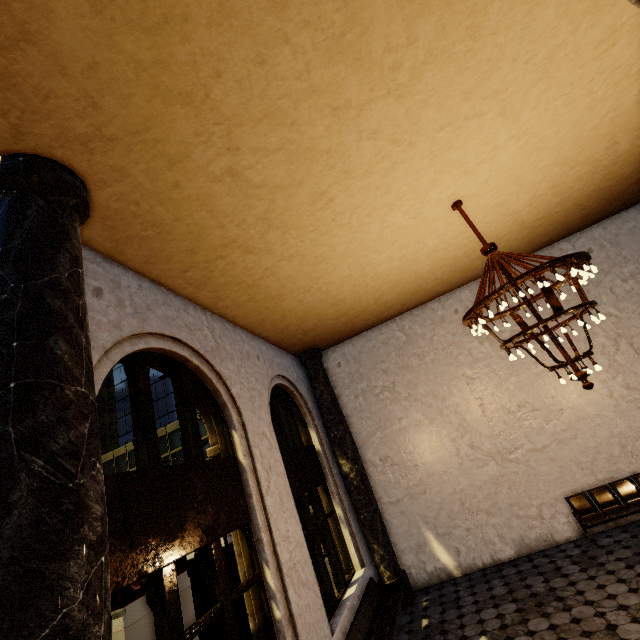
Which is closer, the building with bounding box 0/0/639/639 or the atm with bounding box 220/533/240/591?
the building with bounding box 0/0/639/639

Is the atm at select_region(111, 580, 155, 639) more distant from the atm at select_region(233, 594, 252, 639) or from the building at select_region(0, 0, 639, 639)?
the atm at select_region(233, 594, 252, 639)

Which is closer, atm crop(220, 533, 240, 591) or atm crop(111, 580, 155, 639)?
atm crop(111, 580, 155, 639)

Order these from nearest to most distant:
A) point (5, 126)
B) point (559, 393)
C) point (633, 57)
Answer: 1. point (5, 126)
2. point (633, 57)
3. point (559, 393)

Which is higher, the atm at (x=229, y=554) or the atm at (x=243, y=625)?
the atm at (x=229, y=554)

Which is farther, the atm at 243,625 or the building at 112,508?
the atm at 243,625

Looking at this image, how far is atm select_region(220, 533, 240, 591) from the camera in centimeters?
485cm

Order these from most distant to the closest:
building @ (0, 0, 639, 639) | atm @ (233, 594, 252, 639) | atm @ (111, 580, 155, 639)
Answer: atm @ (233, 594, 252, 639)
atm @ (111, 580, 155, 639)
building @ (0, 0, 639, 639)
